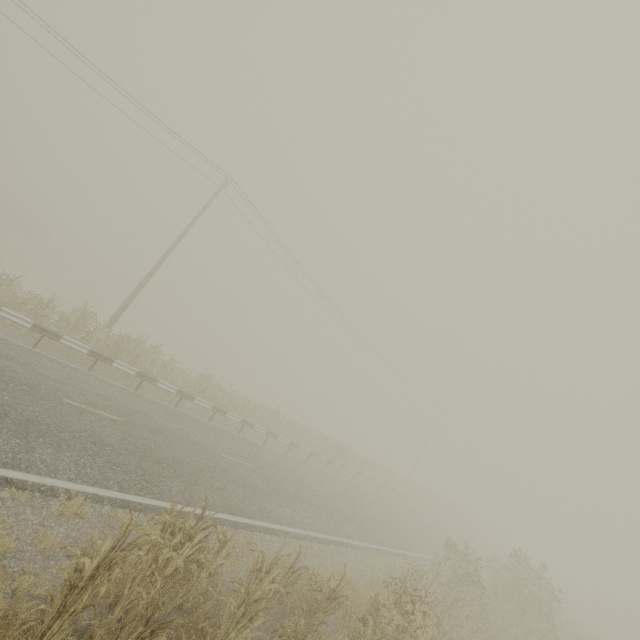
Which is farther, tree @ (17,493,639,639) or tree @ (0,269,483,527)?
tree @ (0,269,483,527)

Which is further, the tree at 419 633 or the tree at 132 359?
the tree at 132 359

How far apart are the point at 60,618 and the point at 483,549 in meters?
40.9 m
